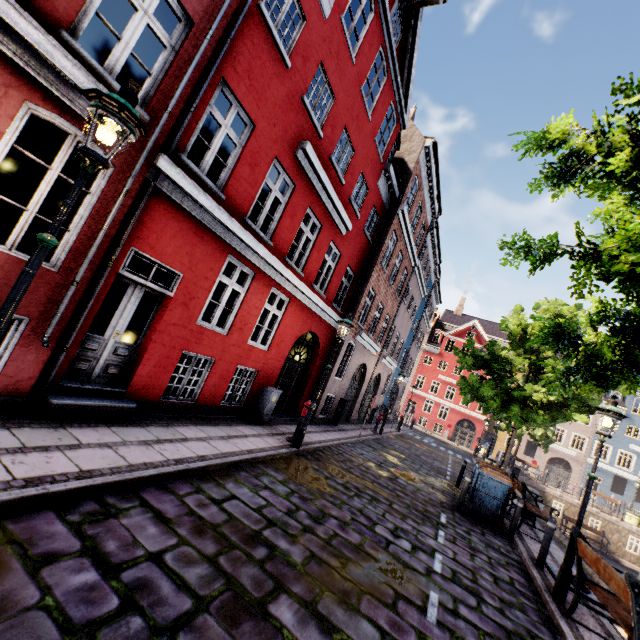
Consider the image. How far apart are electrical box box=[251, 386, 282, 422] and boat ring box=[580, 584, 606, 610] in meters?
7.8 m

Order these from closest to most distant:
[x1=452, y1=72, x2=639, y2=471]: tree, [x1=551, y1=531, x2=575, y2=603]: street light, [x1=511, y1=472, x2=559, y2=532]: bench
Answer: [x1=452, y1=72, x2=639, y2=471]: tree
[x1=551, y1=531, x2=575, y2=603]: street light
[x1=511, y1=472, x2=559, y2=532]: bench

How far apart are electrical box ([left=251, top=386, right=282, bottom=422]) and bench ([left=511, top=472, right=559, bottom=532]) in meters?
8.0

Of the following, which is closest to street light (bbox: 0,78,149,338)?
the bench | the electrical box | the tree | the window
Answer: the tree

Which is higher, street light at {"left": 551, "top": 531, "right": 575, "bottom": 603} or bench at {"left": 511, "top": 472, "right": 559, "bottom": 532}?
bench at {"left": 511, "top": 472, "right": 559, "bottom": 532}

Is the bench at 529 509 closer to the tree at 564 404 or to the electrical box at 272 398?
the tree at 564 404

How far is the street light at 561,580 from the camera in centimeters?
589cm

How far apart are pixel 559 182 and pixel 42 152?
9.69m
